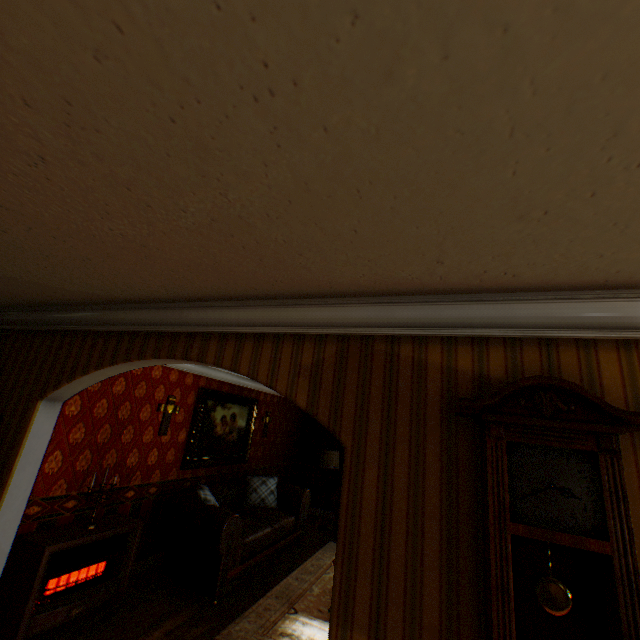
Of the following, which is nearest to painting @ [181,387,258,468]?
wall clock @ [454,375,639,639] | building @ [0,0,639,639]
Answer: building @ [0,0,639,639]

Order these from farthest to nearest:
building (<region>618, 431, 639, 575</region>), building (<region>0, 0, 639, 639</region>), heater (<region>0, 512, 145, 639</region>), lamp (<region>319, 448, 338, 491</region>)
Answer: lamp (<region>319, 448, 338, 491</region>) < heater (<region>0, 512, 145, 639</region>) < building (<region>618, 431, 639, 575</region>) < building (<region>0, 0, 639, 639</region>)

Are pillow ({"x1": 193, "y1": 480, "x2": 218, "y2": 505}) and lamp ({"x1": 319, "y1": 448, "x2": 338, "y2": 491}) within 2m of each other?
no

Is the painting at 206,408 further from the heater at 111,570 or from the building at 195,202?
the heater at 111,570

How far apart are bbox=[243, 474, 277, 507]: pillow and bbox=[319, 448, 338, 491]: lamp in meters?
1.5

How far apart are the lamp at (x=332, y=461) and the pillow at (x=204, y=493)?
3.15m

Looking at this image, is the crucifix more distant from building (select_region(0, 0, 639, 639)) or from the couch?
the couch

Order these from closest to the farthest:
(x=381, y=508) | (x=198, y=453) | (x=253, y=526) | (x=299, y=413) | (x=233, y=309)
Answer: (x=381, y=508) < (x=233, y=309) < (x=253, y=526) < (x=198, y=453) < (x=299, y=413)
